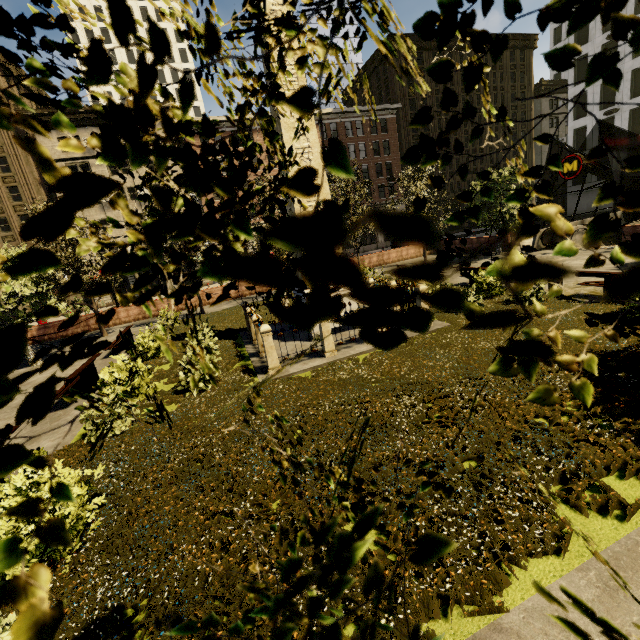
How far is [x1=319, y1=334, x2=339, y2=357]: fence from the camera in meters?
9.4

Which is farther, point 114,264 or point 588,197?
point 588,197

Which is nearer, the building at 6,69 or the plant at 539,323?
the plant at 539,323

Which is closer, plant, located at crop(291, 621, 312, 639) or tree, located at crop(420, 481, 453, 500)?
tree, located at crop(420, 481, 453, 500)

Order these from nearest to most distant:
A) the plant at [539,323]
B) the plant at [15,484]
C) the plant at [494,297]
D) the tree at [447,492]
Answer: the tree at [447,492], the plant at [15,484], the plant at [539,323], the plant at [494,297]

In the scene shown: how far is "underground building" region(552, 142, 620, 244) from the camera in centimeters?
1817cm

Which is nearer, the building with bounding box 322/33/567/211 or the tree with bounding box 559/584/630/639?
the tree with bounding box 559/584/630/639

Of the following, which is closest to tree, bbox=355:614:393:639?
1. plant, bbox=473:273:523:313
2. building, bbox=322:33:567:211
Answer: plant, bbox=473:273:523:313
